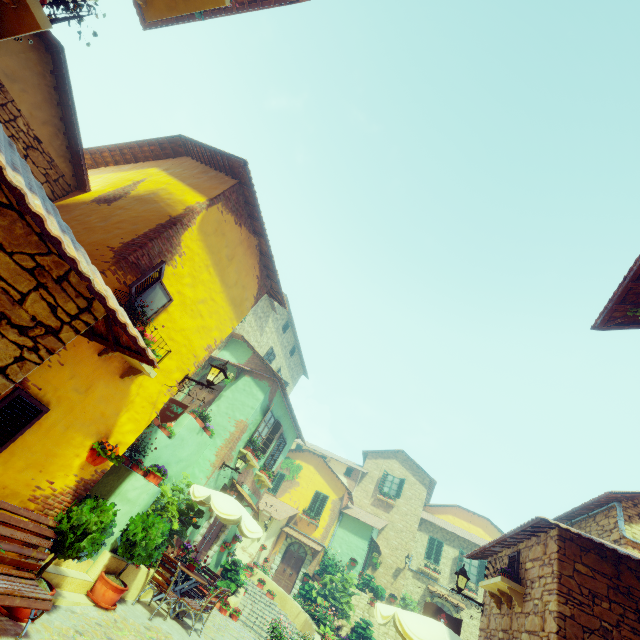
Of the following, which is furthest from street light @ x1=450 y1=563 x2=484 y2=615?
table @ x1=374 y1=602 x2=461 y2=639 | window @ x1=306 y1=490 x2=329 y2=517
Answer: window @ x1=306 y1=490 x2=329 y2=517

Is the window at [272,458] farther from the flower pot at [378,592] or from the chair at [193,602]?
the flower pot at [378,592]

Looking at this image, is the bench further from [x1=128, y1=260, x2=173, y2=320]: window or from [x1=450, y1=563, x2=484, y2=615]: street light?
[x1=450, y1=563, x2=484, y2=615]: street light

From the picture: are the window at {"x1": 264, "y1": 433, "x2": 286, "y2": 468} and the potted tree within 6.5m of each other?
no

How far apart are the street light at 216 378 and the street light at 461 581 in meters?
8.6

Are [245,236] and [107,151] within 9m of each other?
yes

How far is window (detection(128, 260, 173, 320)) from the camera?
5.0m

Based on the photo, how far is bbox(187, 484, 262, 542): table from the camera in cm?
866
